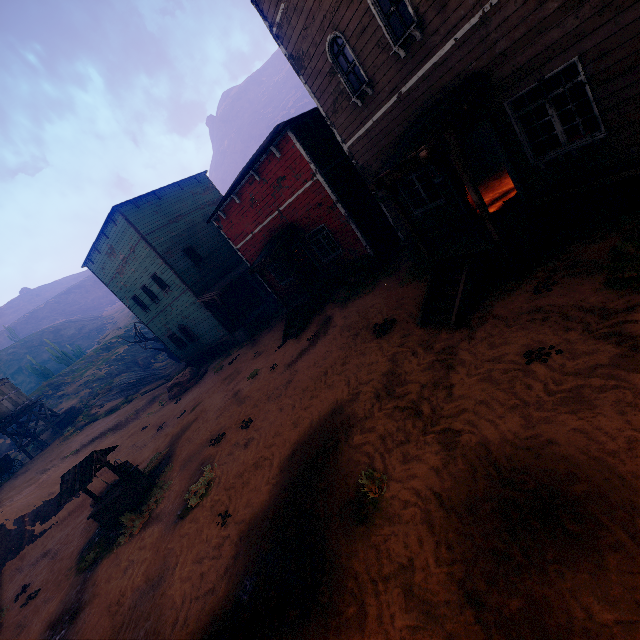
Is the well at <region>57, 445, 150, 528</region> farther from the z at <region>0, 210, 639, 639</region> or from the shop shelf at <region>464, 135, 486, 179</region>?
the shop shelf at <region>464, 135, 486, 179</region>

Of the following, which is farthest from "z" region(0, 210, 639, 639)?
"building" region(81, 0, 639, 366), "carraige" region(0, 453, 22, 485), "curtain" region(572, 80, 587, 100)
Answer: "carraige" region(0, 453, 22, 485)

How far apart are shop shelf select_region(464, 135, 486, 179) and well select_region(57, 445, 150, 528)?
16.05m

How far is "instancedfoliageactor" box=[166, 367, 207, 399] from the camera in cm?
2128

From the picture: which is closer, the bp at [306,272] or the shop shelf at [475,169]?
the shop shelf at [475,169]

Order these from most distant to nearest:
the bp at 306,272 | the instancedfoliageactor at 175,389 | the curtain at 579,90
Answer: the instancedfoliageactor at 175,389 → the bp at 306,272 → the curtain at 579,90

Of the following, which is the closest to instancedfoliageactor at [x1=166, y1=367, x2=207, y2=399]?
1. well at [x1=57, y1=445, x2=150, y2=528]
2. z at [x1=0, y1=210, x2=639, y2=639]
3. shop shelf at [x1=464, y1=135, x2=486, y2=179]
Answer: z at [x1=0, y1=210, x2=639, y2=639]

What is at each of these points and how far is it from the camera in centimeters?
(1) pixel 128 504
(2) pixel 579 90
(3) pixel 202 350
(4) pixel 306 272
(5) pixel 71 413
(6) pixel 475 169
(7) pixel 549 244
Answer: (1) well, 1102cm
(2) curtain, 611cm
(3) building, 2433cm
(4) bp, 1761cm
(5) instancedfoliageactor, 3084cm
(6) shop shelf, 1313cm
(7) z, 784cm
